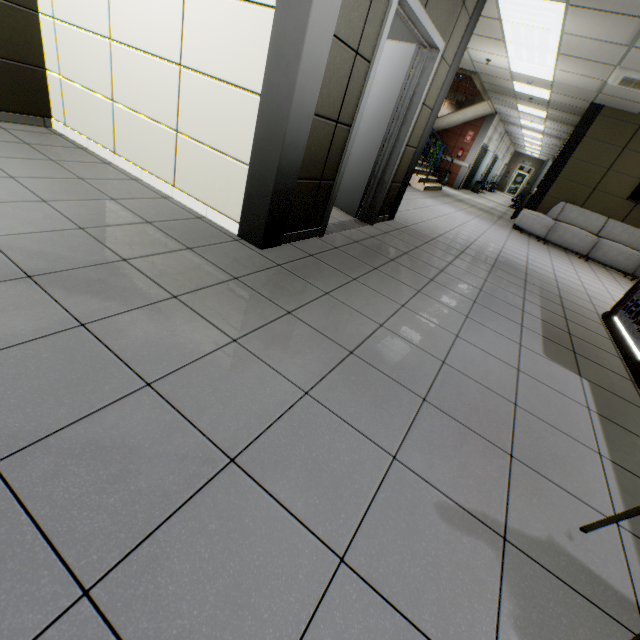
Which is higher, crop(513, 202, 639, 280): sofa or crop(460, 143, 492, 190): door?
crop(460, 143, 492, 190): door

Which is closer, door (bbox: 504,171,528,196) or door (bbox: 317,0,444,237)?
door (bbox: 317,0,444,237)

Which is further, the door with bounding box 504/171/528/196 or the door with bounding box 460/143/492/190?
the door with bounding box 504/171/528/196

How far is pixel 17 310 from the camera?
1.5 meters

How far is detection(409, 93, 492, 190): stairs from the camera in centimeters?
1069cm

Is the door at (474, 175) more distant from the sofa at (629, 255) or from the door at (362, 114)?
the door at (362, 114)

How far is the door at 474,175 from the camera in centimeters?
1599cm

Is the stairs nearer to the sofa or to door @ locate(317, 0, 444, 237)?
the sofa
